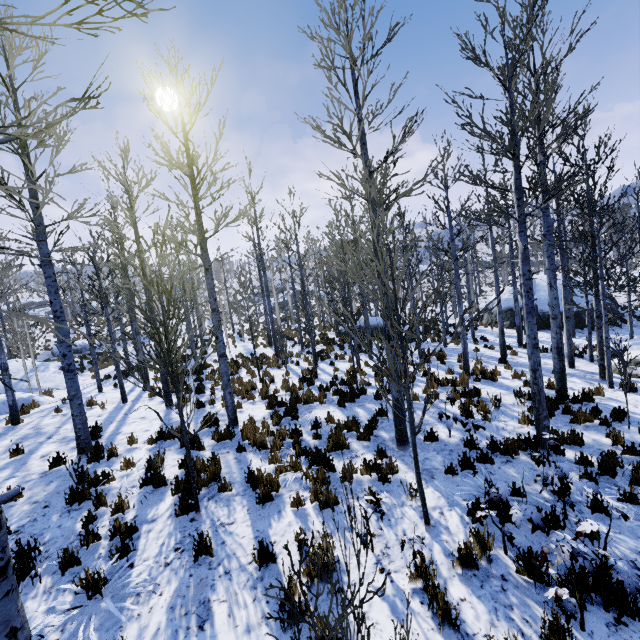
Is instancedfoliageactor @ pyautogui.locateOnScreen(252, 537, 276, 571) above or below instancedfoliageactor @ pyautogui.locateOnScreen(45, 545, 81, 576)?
below

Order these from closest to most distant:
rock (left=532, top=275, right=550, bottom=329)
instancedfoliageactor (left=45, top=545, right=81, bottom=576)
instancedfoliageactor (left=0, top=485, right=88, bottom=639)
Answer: instancedfoliageactor (left=0, top=485, right=88, bottom=639)
instancedfoliageactor (left=45, top=545, right=81, bottom=576)
rock (left=532, top=275, right=550, bottom=329)

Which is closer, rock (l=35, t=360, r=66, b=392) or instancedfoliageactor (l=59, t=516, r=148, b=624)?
instancedfoliageactor (l=59, t=516, r=148, b=624)

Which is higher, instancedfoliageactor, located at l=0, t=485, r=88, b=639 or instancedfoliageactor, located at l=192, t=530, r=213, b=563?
instancedfoliageactor, located at l=0, t=485, r=88, b=639

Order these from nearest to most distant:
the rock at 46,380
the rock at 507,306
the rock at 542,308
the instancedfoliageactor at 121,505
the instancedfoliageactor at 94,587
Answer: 1. the instancedfoliageactor at 94,587
2. the instancedfoliageactor at 121,505
3. the rock at 46,380
4. the rock at 542,308
5. the rock at 507,306

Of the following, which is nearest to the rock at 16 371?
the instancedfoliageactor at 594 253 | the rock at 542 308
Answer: the instancedfoliageactor at 594 253

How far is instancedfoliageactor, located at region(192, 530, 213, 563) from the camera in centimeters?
455cm

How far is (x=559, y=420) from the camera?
8.0 meters
